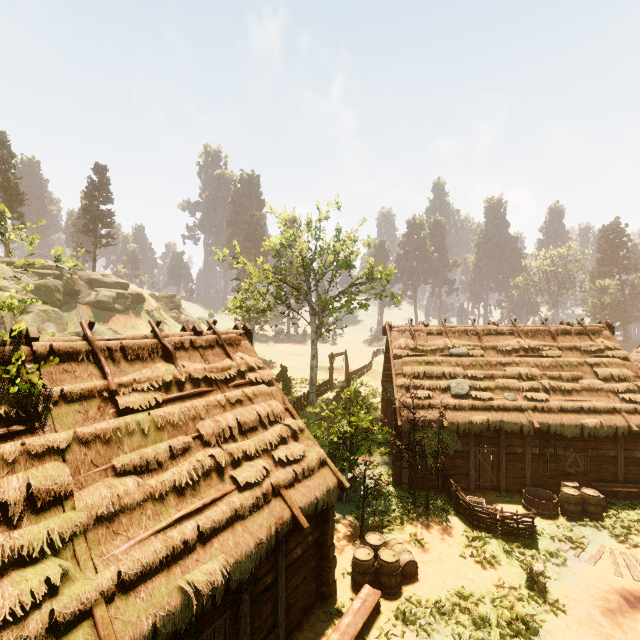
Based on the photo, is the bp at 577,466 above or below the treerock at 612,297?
below

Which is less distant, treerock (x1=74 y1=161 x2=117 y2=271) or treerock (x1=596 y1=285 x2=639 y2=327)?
treerock (x1=74 y1=161 x2=117 y2=271)

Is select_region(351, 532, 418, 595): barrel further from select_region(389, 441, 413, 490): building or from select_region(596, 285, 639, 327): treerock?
select_region(389, 441, 413, 490): building

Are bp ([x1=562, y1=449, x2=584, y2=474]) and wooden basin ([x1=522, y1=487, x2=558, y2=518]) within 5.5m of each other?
yes

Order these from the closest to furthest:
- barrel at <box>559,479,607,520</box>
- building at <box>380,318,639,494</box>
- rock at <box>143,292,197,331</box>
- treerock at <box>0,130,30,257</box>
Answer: treerock at <box>0,130,30,257</box> < barrel at <box>559,479,607,520</box> < building at <box>380,318,639,494</box> < rock at <box>143,292,197,331</box>

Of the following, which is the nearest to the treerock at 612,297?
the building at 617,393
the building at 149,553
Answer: the building at 617,393

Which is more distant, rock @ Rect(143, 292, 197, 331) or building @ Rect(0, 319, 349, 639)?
rock @ Rect(143, 292, 197, 331)

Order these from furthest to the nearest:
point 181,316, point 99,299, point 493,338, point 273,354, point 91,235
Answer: point 181,316, point 273,354, point 91,235, point 99,299, point 493,338
